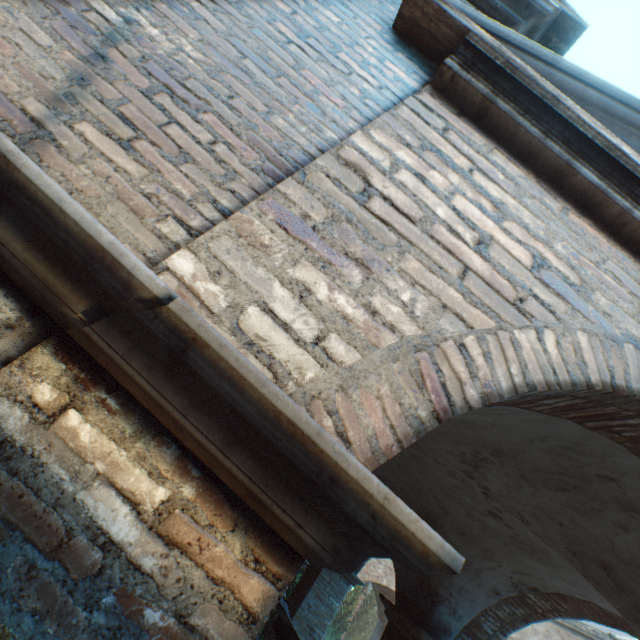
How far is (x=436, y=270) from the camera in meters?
1.5

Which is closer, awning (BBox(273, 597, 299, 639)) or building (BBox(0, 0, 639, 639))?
building (BBox(0, 0, 639, 639))

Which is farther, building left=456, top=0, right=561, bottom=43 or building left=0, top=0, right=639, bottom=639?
building left=456, top=0, right=561, bottom=43

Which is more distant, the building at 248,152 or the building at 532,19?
the building at 532,19

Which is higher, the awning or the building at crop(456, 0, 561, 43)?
the building at crop(456, 0, 561, 43)

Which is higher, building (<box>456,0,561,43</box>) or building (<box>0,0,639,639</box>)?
building (<box>456,0,561,43</box>)

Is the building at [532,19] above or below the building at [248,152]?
above
